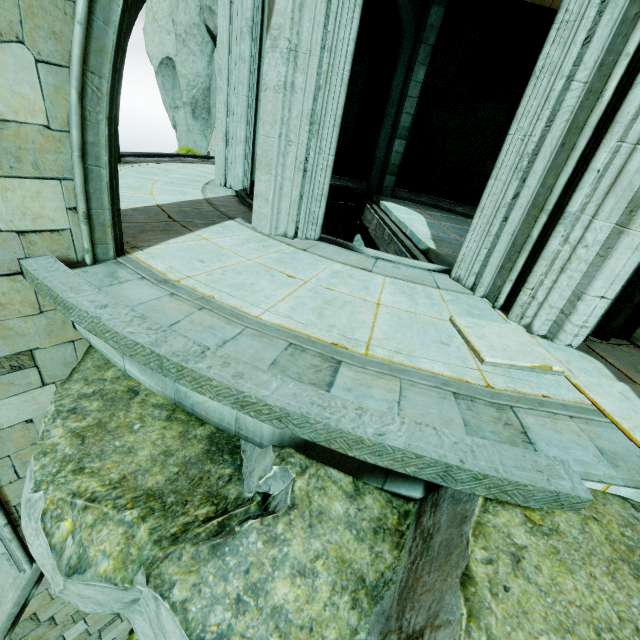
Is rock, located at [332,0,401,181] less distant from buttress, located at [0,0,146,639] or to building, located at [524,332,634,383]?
building, located at [524,332,634,383]

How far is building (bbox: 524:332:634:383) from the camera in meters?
3.1

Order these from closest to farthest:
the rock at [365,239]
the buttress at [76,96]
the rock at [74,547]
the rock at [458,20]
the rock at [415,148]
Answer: the rock at [74,547]
the buttress at [76,96]
the rock at [458,20]
the rock at [365,239]
the rock at [415,148]

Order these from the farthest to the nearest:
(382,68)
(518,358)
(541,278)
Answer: (382,68), (541,278), (518,358)

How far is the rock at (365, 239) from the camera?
11.7m

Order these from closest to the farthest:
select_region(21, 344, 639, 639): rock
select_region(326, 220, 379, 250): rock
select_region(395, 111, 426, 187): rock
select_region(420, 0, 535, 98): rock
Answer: select_region(21, 344, 639, 639): rock
select_region(420, 0, 535, 98): rock
select_region(326, 220, 379, 250): rock
select_region(395, 111, 426, 187): rock

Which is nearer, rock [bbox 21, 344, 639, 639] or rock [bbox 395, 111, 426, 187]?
rock [bbox 21, 344, 639, 639]

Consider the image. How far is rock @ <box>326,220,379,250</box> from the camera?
11.7 meters
